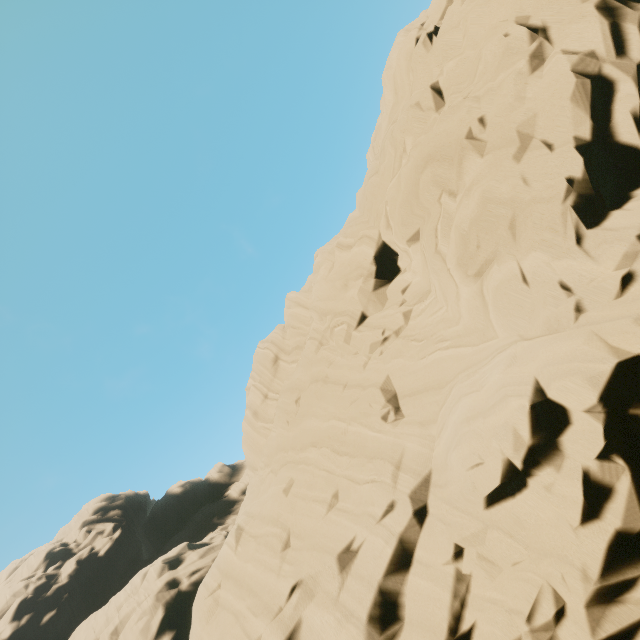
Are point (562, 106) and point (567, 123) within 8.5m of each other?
yes
